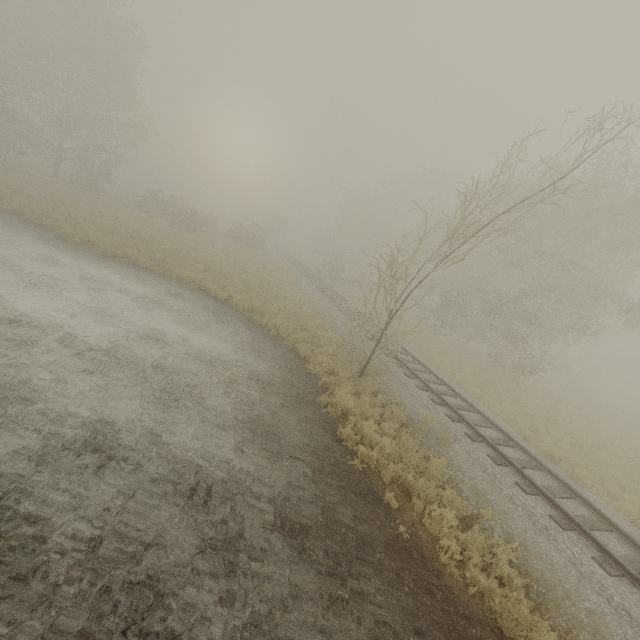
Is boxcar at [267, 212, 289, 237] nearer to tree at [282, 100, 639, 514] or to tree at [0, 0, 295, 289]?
tree at [0, 0, 295, 289]

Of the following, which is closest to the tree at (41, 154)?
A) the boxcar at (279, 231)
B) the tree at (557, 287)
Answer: the boxcar at (279, 231)

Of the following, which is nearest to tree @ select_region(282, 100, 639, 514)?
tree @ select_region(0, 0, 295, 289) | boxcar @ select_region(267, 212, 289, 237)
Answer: tree @ select_region(0, 0, 295, 289)

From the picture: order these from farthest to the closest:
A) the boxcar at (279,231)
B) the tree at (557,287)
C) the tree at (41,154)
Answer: the boxcar at (279,231)
the tree at (41,154)
the tree at (557,287)

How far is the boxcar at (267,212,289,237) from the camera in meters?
58.5 m

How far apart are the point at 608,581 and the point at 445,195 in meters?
45.0
